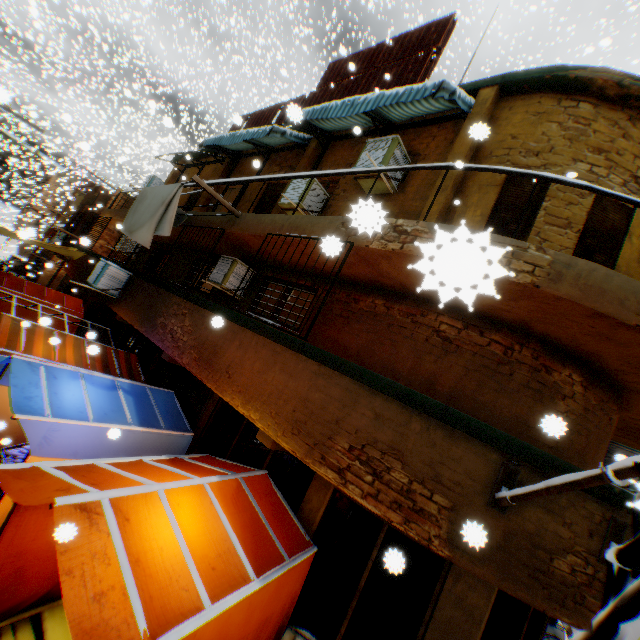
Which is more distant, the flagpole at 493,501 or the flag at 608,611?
the flagpole at 493,501

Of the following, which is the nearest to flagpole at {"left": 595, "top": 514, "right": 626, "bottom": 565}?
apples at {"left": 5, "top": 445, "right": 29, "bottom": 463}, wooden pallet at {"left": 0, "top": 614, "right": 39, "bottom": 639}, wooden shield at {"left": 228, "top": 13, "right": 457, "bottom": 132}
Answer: wooden shield at {"left": 228, "top": 13, "right": 457, "bottom": 132}

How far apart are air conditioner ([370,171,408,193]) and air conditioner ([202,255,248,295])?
2.7 meters

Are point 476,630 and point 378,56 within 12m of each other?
no

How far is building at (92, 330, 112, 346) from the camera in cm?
1216

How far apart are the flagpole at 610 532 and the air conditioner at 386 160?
4.61m

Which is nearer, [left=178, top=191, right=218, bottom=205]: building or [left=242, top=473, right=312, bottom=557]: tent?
[left=242, top=473, right=312, bottom=557]: tent
